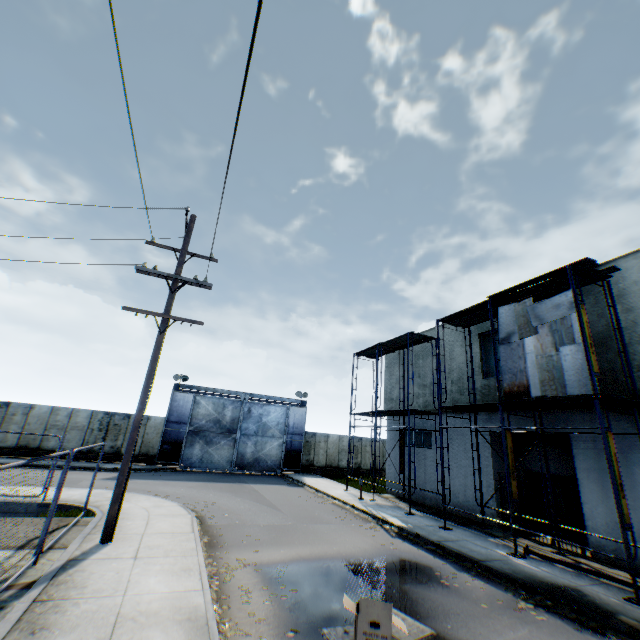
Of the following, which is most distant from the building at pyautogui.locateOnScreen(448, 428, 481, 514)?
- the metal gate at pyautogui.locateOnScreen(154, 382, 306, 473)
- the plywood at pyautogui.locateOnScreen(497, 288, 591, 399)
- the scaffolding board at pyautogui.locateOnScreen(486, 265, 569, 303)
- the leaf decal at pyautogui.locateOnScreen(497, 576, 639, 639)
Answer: the metal gate at pyautogui.locateOnScreen(154, 382, 306, 473)

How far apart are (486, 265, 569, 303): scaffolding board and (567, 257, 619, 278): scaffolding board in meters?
0.1 m

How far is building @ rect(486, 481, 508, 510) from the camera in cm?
1388

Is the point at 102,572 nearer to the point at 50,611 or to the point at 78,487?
the point at 50,611

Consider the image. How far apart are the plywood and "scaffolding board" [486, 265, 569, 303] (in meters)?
0.50

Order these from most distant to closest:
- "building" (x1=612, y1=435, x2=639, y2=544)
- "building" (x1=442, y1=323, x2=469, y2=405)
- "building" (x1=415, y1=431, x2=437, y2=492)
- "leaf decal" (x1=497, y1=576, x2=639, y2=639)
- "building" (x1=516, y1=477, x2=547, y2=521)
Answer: "building" (x1=415, y1=431, x2=437, y2=492), "building" (x1=442, y1=323, x2=469, y2=405), "building" (x1=516, y1=477, x2=547, y2=521), "building" (x1=612, y1=435, x2=639, y2=544), "leaf decal" (x1=497, y1=576, x2=639, y2=639)

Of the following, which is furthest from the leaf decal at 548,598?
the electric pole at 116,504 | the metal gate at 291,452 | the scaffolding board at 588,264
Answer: the metal gate at 291,452

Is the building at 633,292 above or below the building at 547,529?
above
